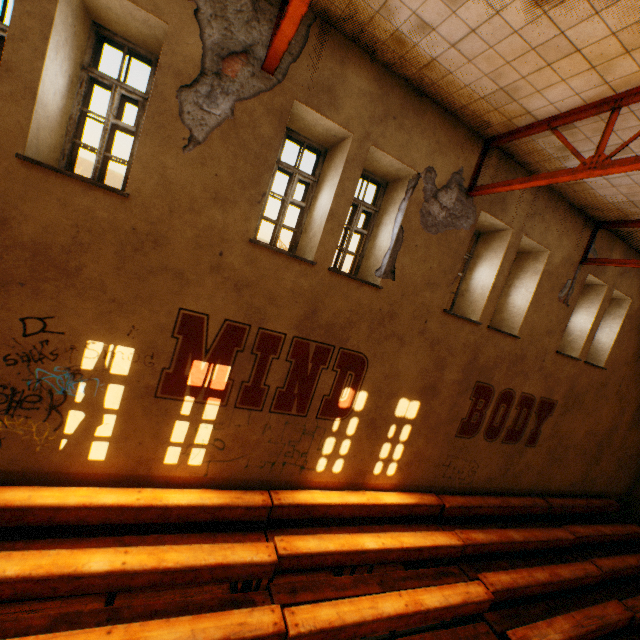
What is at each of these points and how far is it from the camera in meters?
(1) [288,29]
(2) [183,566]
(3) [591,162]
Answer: (1) metal beam, 3.4
(2) bleachers, 4.1
(3) metal beam, 4.2

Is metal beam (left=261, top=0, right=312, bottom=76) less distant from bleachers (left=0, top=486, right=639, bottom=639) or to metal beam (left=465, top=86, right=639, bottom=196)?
metal beam (left=465, top=86, right=639, bottom=196)

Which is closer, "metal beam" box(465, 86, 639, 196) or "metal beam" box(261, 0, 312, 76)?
"metal beam" box(261, 0, 312, 76)

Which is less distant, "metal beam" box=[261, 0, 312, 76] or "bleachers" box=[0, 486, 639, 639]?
"metal beam" box=[261, 0, 312, 76]

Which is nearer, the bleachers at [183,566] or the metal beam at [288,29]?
the metal beam at [288,29]

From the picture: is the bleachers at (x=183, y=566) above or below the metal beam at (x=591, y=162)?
below

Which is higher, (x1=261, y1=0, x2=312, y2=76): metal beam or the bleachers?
(x1=261, y1=0, x2=312, y2=76): metal beam
